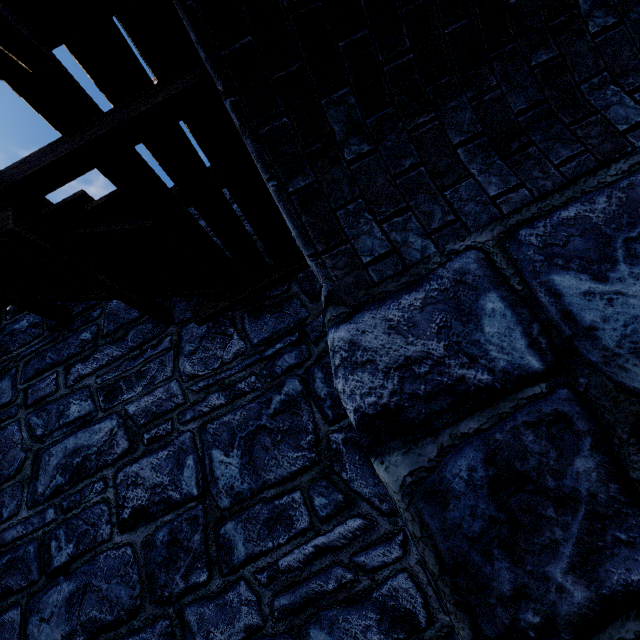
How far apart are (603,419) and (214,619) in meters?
3.1 m
